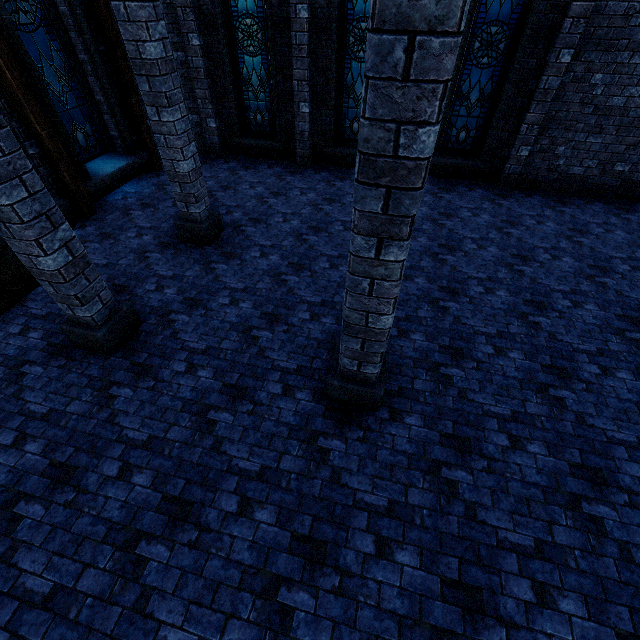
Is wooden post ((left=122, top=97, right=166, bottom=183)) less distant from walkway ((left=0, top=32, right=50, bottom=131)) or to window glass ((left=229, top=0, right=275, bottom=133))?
walkway ((left=0, top=32, right=50, bottom=131))

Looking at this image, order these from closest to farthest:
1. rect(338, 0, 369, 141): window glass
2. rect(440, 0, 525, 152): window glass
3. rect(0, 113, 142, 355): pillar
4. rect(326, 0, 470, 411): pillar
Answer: rect(326, 0, 470, 411): pillar
rect(0, 113, 142, 355): pillar
rect(440, 0, 525, 152): window glass
rect(338, 0, 369, 141): window glass

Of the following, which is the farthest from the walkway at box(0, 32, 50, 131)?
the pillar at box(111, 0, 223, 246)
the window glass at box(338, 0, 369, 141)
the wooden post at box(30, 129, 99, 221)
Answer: Result: the window glass at box(338, 0, 369, 141)

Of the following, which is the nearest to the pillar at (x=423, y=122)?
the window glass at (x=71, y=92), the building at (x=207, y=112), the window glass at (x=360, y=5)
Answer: the building at (x=207, y=112)

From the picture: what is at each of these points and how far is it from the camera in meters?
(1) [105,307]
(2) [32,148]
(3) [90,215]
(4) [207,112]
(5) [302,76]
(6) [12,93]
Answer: (1) pillar, 4.6
(2) building, 6.6
(3) wooden post, 7.8
(4) building, 9.7
(5) building, 8.5
(6) walkway, 5.9

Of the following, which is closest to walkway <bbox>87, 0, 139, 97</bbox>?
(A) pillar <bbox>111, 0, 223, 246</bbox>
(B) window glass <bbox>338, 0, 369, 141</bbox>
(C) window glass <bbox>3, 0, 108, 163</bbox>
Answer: (C) window glass <bbox>3, 0, 108, 163</bbox>

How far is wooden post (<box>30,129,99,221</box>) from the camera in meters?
6.6 m

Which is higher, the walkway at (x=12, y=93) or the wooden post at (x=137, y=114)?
the walkway at (x=12, y=93)
